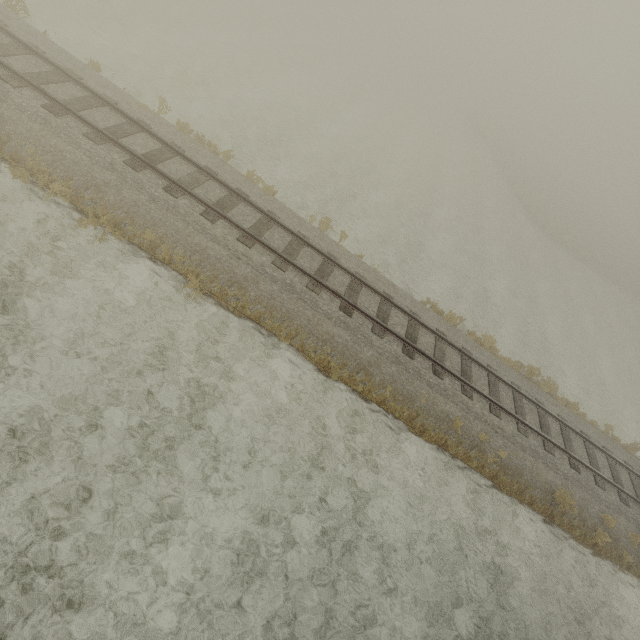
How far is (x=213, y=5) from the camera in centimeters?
2611cm
